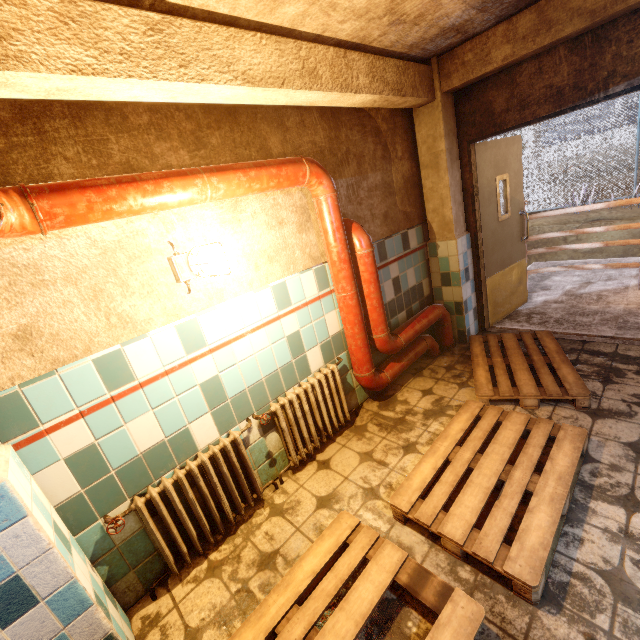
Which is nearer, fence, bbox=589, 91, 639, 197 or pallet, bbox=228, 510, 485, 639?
pallet, bbox=228, 510, 485, 639

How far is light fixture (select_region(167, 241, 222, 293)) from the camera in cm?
187

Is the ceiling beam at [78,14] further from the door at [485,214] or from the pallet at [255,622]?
the pallet at [255,622]

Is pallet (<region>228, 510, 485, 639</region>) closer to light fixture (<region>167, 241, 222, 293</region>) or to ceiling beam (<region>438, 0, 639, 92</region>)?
light fixture (<region>167, 241, 222, 293</region>)

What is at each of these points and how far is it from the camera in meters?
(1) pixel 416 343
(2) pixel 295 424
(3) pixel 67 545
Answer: (1) pipe, 3.6
(2) radiator, 2.5
(3) column, 1.5

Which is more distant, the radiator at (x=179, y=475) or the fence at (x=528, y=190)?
the fence at (x=528, y=190)

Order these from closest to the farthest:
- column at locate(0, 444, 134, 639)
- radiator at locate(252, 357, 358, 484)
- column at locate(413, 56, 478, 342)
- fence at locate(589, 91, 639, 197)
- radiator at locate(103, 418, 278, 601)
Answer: column at locate(0, 444, 134, 639) < radiator at locate(103, 418, 278, 601) < radiator at locate(252, 357, 358, 484) < column at locate(413, 56, 478, 342) < fence at locate(589, 91, 639, 197)

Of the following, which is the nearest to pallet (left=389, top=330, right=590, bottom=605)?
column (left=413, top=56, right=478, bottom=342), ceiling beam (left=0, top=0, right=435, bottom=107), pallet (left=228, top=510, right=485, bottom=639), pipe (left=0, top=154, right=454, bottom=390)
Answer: pallet (left=228, top=510, right=485, bottom=639)
